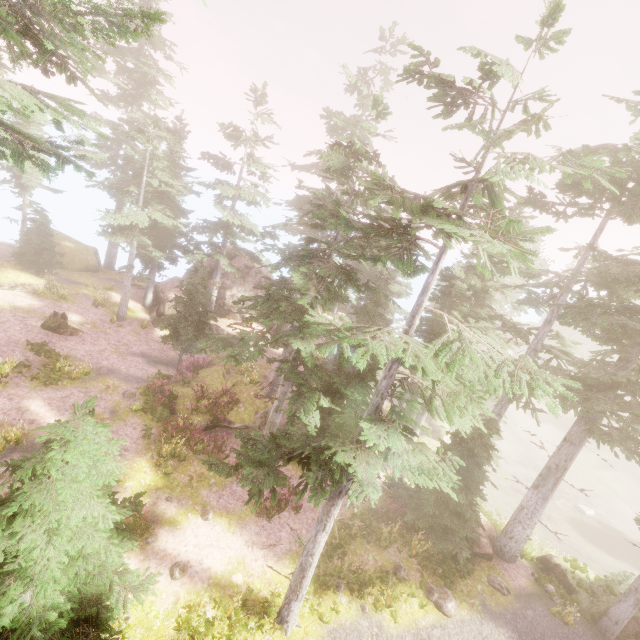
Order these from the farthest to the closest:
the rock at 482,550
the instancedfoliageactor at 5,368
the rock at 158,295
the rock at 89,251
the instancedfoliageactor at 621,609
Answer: the rock at 89,251 < the rock at 158,295 < the rock at 482,550 < the instancedfoliageactor at 5,368 < the instancedfoliageactor at 621,609

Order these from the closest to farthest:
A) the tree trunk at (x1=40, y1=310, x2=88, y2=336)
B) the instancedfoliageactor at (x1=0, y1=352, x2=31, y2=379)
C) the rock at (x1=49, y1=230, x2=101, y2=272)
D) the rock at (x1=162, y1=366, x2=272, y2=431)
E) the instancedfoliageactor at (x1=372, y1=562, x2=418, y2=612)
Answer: the instancedfoliageactor at (x1=372, y1=562, x2=418, y2=612)
the instancedfoliageactor at (x1=0, y1=352, x2=31, y2=379)
the rock at (x1=162, y1=366, x2=272, y2=431)
the tree trunk at (x1=40, y1=310, x2=88, y2=336)
the rock at (x1=49, y1=230, x2=101, y2=272)

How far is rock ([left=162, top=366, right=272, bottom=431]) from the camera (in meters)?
18.20

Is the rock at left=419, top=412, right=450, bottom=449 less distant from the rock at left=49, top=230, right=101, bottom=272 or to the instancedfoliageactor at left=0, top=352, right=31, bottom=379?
the instancedfoliageactor at left=0, top=352, right=31, bottom=379

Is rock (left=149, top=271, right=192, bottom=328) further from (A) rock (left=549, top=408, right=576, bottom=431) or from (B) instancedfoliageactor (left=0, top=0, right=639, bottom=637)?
(A) rock (left=549, top=408, right=576, bottom=431)

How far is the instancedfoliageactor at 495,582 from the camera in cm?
1418

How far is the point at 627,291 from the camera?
15.5m

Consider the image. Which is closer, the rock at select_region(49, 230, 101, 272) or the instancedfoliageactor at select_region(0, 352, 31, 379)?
the instancedfoliageactor at select_region(0, 352, 31, 379)
